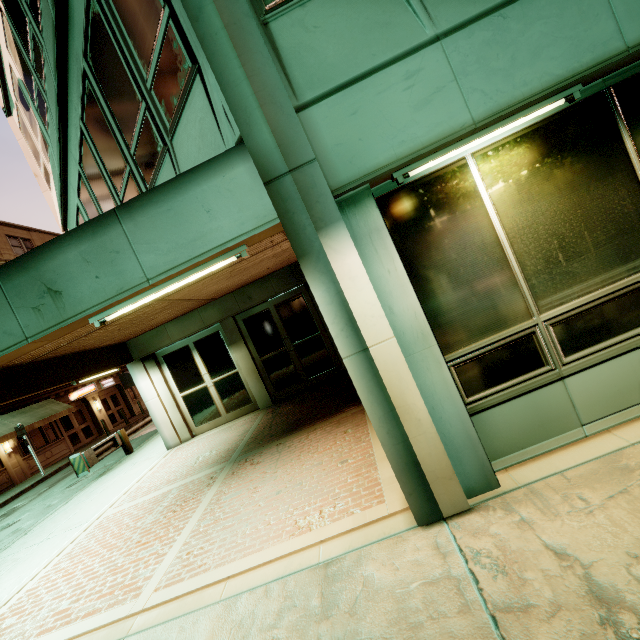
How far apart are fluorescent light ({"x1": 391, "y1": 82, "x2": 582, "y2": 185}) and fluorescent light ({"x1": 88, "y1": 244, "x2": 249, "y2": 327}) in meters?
1.5 m

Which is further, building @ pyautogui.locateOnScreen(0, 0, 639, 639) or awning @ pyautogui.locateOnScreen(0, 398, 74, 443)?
awning @ pyautogui.locateOnScreen(0, 398, 74, 443)

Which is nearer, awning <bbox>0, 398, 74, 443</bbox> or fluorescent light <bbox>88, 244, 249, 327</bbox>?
fluorescent light <bbox>88, 244, 249, 327</bbox>

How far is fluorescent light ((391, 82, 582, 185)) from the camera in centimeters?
271cm

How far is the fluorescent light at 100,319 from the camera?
3.0 meters

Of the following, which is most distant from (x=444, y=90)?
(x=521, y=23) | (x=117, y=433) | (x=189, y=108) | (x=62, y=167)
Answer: (x=117, y=433)

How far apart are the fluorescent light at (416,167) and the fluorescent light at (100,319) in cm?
147

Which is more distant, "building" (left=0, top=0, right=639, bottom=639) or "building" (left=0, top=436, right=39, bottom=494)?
"building" (left=0, top=436, right=39, bottom=494)
